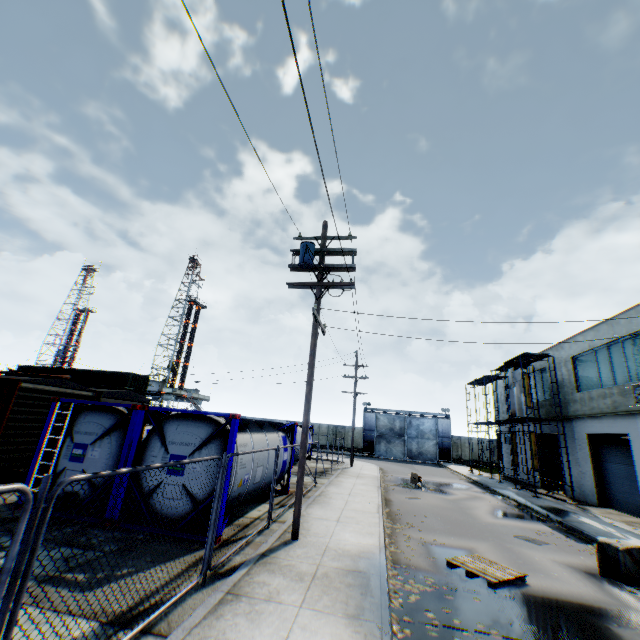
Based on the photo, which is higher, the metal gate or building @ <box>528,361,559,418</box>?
building @ <box>528,361,559,418</box>

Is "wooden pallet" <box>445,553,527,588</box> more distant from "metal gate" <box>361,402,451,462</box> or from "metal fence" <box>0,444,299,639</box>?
"metal gate" <box>361,402,451,462</box>

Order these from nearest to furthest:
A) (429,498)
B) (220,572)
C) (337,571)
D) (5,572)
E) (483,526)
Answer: (5,572) < (220,572) < (337,571) < (483,526) < (429,498)

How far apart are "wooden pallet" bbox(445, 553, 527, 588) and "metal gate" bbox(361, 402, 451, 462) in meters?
36.2

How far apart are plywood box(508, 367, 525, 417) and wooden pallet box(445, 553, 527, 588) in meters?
15.6 m

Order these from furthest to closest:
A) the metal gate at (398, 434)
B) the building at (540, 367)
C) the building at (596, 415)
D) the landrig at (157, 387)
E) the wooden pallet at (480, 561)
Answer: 1. the landrig at (157, 387)
2. the metal gate at (398, 434)
3. the building at (540, 367)
4. the building at (596, 415)
5. the wooden pallet at (480, 561)

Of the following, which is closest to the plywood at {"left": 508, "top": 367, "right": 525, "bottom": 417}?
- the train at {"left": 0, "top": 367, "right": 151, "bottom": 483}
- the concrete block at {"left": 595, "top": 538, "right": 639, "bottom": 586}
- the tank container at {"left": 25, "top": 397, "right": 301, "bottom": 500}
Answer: the concrete block at {"left": 595, "top": 538, "right": 639, "bottom": 586}

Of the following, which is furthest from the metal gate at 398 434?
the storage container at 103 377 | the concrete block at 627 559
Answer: the concrete block at 627 559
